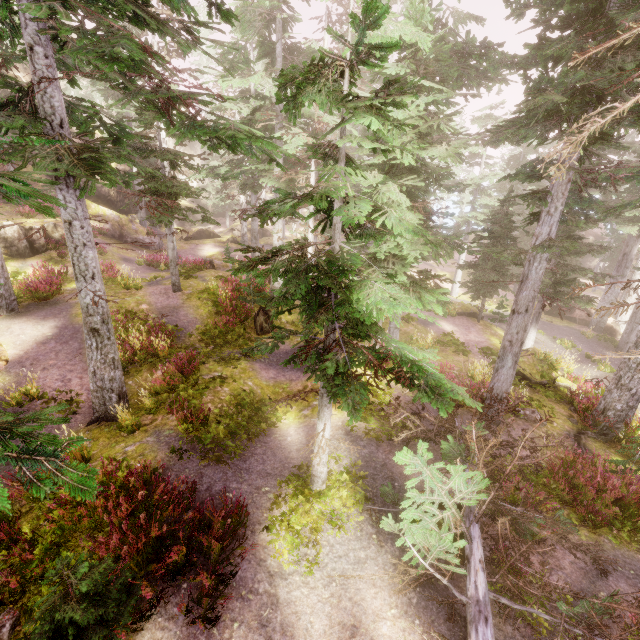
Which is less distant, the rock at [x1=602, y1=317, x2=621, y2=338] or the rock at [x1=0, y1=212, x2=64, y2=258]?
the rock at [x1=0, y1=212, x2=64, y2=258]

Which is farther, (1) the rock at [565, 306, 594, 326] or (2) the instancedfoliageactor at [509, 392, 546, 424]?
(1) the rock at [565, 306, 594, 326]

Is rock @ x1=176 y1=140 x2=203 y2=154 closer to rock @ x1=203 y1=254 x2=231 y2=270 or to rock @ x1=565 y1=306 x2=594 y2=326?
rock @ x1=203 y1=254 x2=231 y2=270

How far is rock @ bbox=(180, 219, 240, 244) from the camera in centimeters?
3512cm

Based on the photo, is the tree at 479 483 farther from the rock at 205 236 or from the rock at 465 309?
the rock at 205 236

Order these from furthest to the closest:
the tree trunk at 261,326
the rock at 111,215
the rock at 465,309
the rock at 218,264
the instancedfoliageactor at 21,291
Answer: the rock at 111,215 → the rock at 465,309 → the rock at 218,264 → the tree trunk at 261,326 → the instancedfoliageactor at 21,291

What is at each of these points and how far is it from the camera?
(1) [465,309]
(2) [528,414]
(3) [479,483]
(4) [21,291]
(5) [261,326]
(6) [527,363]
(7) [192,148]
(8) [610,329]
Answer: (1) rock, 24.3m
(2) instancedfoliageactor, 11.9m
(3) tree, 5.4m
(4) instancedfoliageactor, 15.0m
(5) tree trunk, 16.3m
(6) rock, 15.5m
(7) rock, 54.5m
(8) rock, 24.7m

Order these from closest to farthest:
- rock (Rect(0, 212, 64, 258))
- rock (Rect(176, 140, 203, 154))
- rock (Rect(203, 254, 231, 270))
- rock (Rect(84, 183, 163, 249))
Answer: rock (Rect(0, 212, 64, 258)), rock (Rect(203, 254, 231, 270)), rock (Rect(84, 183, 163, 249)), rock (Rect(176, 140, 203, 154))
